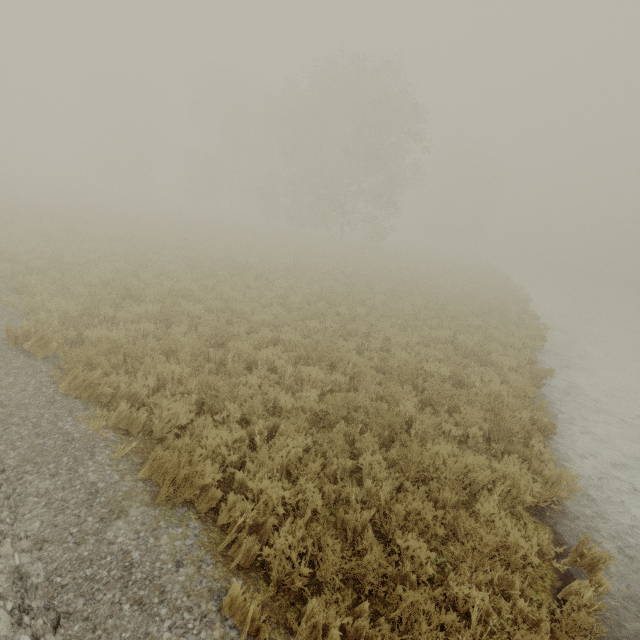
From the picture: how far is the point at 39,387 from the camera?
4.9 meters
